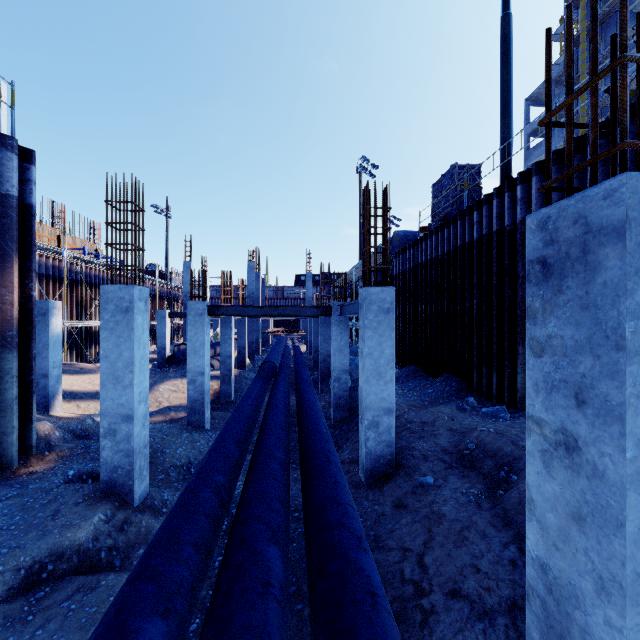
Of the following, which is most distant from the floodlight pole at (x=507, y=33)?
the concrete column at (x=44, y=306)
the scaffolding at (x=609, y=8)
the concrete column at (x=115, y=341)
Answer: the scaffolding at (x=609, y=8)

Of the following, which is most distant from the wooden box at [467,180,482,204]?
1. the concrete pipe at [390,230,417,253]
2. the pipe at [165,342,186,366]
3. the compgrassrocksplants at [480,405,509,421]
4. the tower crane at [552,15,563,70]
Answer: the tower crane at [552,15,563,70]

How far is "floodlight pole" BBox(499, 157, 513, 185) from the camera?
10.0m

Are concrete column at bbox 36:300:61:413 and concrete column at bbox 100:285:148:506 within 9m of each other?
yes

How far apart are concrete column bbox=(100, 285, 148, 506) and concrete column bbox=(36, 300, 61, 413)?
6.2 meters

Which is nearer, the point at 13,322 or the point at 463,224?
the point at 13,322

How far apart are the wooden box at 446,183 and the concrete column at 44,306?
15.1 meters

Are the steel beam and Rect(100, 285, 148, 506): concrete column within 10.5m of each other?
yes
